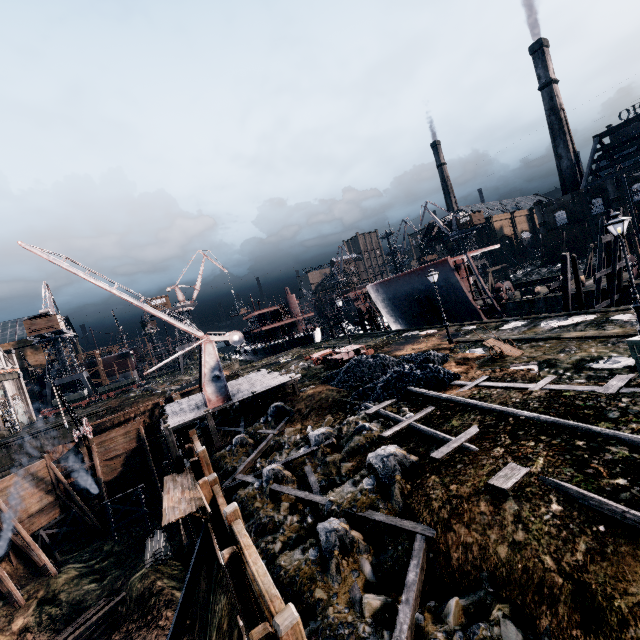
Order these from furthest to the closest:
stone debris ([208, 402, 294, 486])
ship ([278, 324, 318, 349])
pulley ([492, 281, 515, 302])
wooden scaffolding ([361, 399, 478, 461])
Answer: ship ([278, 324, 318, 349]) < pulley ([492, 281, 515, 302]) < stone debris ([208, 402, 294, 486]) < wooden scaffolding ([361, 399, 478, 461])

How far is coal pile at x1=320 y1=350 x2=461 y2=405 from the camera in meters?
15.9

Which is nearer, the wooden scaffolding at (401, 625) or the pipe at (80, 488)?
the wooden scaffolding at (401, 625)

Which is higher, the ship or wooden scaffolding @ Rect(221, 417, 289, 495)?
the ship

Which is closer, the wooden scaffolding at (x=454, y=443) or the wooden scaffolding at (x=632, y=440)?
the wooden scaffolding at (x=632, y=440)

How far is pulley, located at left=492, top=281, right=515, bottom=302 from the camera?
40.4 meters

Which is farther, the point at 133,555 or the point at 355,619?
the point at 133,555

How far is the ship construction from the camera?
32.31m
